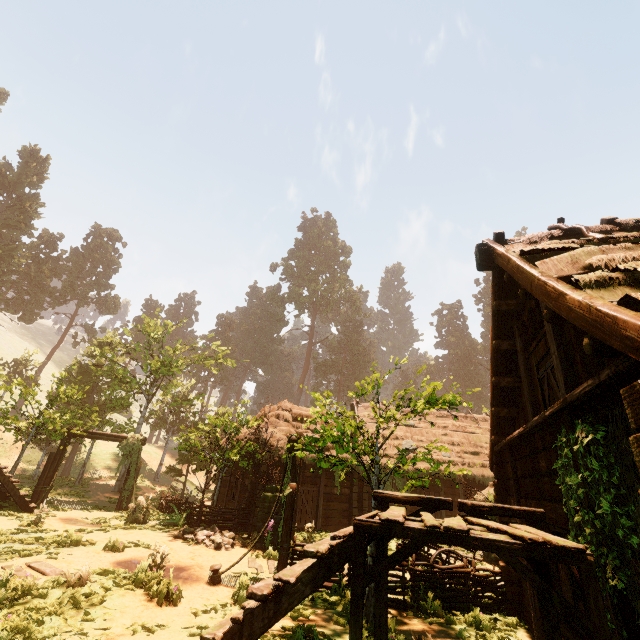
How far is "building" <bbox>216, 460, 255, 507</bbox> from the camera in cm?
1544

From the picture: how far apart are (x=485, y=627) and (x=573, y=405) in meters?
5.9 m

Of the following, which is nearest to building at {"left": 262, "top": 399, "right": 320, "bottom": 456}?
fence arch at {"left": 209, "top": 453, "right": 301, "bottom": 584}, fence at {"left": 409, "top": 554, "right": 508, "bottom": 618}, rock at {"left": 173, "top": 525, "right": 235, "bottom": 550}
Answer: fence at {"left": 409, "top": 554, "right": 508, "bottom": 618}

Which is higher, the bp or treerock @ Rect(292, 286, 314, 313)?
treerock @ Rect(292, 286, 314, 313)

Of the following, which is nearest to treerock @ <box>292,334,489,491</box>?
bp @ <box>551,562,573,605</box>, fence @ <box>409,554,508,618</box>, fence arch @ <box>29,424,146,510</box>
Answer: fence arch @ <box>29,424,146,510</box>

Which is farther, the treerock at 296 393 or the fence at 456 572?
the treerock at 296 393

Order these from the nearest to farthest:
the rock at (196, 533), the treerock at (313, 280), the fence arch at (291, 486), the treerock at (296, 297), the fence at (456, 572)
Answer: the fence at (456, 572), the fence arch at (291, 486), the rock at (196, 533), the treerock at (296, 297), the treerock at (313, 280)

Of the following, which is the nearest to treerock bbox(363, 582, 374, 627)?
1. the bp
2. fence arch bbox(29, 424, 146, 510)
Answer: fence arch bbox(29, 424, 146, 510)
